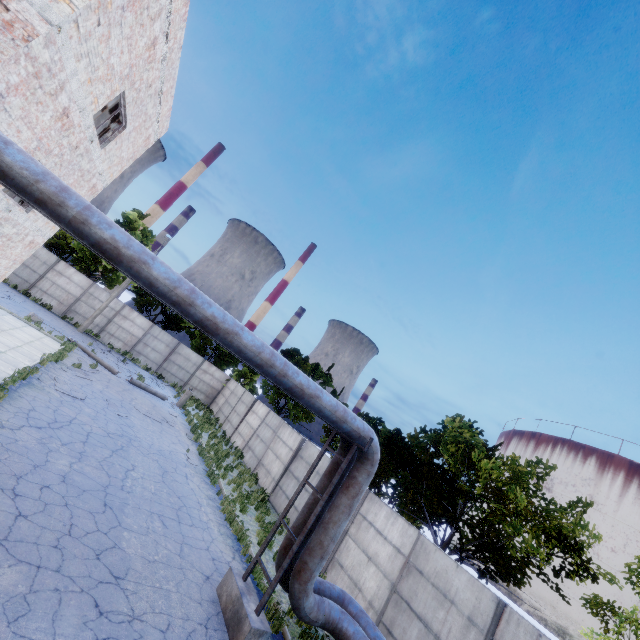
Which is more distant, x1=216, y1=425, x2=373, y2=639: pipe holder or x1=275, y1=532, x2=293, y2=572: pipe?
x1=275, y1=532, x2=293, y2=572: pipe

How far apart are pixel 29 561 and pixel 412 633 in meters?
9.9

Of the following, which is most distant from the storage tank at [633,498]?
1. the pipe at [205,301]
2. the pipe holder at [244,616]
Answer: the pipe holder at [244,616]

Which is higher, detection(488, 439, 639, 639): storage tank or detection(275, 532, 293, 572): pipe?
detection(488, 439, 639, 639): storage tank

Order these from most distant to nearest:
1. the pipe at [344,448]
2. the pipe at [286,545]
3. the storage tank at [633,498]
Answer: the storage tank at [633,498] → the pipe at [344,448] → the pipe at [286,545]

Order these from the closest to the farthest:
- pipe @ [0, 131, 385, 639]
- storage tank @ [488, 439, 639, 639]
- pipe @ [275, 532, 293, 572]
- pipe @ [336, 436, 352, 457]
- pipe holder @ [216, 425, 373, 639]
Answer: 1. pipe @ [0, 131, 385, 639]
2. pipe holder @ [216, 425, 373, 639]
3. pipe @ [275, 532, 293, 572]
4. pipe @ [336, 436, 352, 457]
5. storage tank @ [488, 439, 639, 639]

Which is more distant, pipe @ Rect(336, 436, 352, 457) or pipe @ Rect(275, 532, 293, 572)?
pipe @ Rect(336, 436, 352, 457)

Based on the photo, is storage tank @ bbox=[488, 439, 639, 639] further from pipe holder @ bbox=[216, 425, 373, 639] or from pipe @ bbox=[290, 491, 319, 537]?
pipe holder @ bbox=[216, 425, 373, 639]
